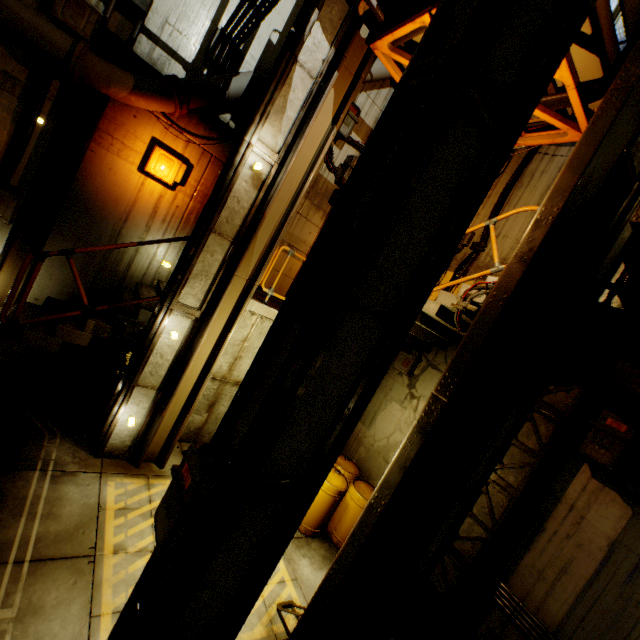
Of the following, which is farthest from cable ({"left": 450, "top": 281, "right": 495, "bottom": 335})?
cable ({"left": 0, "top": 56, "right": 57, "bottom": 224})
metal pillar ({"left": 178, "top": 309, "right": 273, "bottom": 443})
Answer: cable ({"left": 0, "top": 56, "right": 57, "bottom": 224})

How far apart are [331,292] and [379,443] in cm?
708

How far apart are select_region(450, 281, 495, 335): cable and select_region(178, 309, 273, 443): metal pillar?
3.7 meters

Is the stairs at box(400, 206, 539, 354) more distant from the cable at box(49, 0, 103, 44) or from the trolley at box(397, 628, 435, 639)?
the trolley at box(397, 628, 435, 639)

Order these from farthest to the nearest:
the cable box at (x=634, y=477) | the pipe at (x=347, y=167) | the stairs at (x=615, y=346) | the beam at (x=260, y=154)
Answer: the pipe at (x=347, y=167), the beam at (x=260, y=154), the cable box at (x=634, y=477), the stairs at (x=615, y=346)

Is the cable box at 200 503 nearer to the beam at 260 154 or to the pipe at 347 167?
the beam at 260 154

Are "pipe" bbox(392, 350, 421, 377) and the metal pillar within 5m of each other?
yes

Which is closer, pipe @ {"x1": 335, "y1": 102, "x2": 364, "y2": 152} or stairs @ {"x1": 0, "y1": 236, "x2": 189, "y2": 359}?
stairs @ {"x1": 0, "y1": 236, "x2": 189, "y2": 359}
